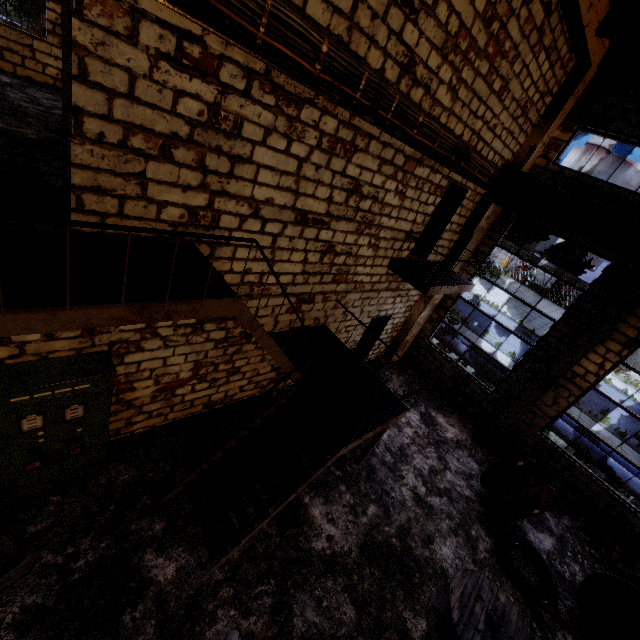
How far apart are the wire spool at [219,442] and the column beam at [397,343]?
6.7 meters

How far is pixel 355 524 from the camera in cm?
676

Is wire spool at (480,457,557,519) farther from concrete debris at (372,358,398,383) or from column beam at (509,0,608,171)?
column beam at (509,0,608,171)

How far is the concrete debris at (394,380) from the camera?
11.1 meters

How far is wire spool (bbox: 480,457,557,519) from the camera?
7.8 meters

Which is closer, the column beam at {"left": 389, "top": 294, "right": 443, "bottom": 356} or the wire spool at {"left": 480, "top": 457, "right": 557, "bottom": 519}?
the wire spool at {"left": 480, "top": 457, "right": 557, "bottom": 519}

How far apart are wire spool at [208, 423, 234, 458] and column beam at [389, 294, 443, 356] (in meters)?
6.68

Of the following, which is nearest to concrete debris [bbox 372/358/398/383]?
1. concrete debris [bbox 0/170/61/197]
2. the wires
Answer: the wires
